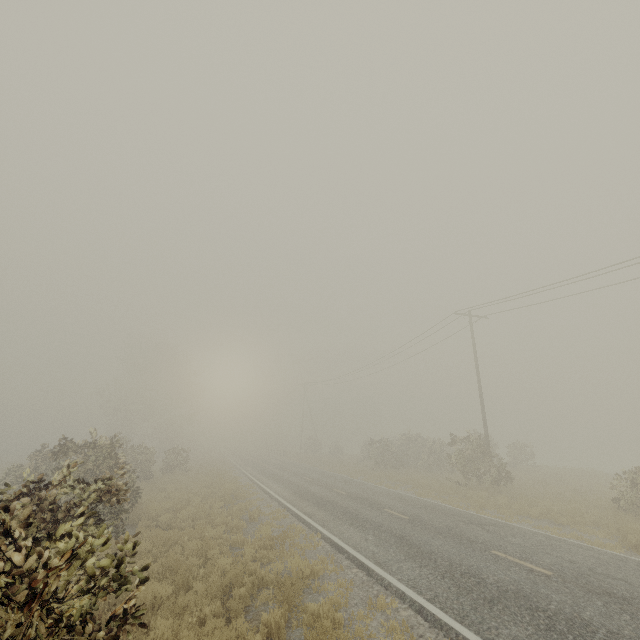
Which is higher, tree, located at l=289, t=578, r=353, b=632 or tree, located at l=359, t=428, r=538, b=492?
tree, located at l=359, t=428, r=538, b=492

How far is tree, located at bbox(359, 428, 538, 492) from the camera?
20.33m

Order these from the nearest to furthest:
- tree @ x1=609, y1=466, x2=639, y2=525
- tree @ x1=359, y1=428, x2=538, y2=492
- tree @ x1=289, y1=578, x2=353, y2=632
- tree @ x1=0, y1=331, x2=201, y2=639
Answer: tree @ x1=0, y1=331, x2=201, y2=639 → tree @ x1=289, y1=578, x2=353, y2=632 → tree @ x1=609, y1=466, x2=639, y2=525 → tree @ x1=359, y1=428, x2=538, y2=492

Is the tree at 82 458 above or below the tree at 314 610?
above

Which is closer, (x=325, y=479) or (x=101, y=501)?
(x=101, y=501)

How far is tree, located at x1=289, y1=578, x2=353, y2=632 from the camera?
6.2m

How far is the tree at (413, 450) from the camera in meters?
20.3 m

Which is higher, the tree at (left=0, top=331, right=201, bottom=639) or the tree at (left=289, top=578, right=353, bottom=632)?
the tree at (left=0, top=331, right=201, bottom=639)
